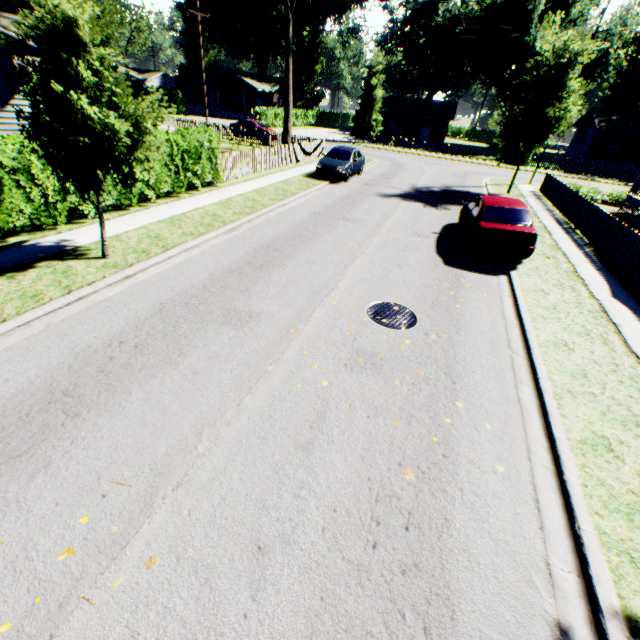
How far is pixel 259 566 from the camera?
3.1m

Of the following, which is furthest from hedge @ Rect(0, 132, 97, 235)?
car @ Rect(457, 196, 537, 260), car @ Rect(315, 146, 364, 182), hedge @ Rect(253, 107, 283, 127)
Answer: hedge @ Rect(253, 107, 283, 127)

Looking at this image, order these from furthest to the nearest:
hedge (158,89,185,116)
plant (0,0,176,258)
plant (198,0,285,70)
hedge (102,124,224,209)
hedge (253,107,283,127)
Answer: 1. plant (198,0,285,70)
2. hedge (158,89,185,116)
3. hedge (253,107,283,127)
4. hedge (102,124,224,209)
5. plant (0,0,176,258)

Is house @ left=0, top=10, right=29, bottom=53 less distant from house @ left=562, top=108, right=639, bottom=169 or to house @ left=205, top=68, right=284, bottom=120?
house @ left=205, top=68, right=284, bottom=120

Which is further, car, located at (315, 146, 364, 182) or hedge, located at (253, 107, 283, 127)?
hedge, located at (253, 107, 283, 127)

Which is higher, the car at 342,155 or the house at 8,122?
the house at 8,122

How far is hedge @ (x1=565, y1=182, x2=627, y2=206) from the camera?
20.9m

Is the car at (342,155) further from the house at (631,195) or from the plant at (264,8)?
the house at (631,195)
